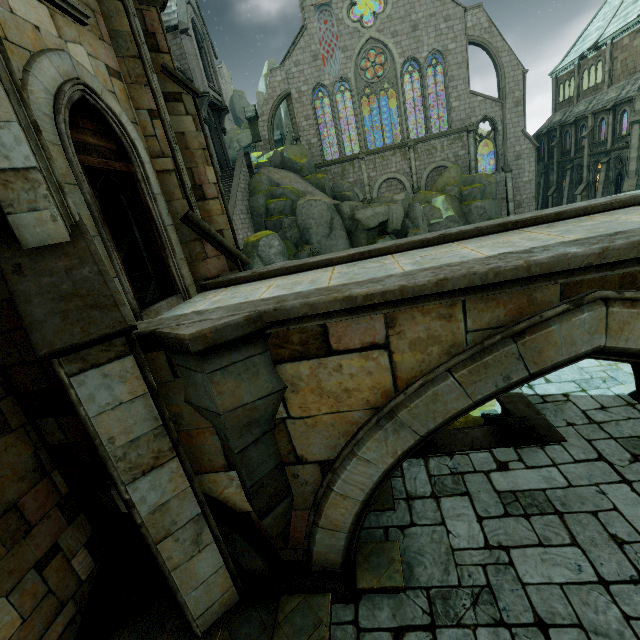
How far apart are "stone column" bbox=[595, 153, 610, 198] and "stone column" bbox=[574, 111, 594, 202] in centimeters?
169cm

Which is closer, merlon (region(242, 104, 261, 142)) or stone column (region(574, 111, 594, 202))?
stone column (region(574, 111, 594, 202))

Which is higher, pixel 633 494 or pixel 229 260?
pixel 229 260

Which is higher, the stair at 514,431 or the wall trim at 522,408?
the stair at 514,431

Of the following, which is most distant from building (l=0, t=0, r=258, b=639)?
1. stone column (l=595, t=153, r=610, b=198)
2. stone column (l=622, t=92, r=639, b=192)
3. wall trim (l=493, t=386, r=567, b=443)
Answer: stone column (l=622, t=92, r=639, b=192)

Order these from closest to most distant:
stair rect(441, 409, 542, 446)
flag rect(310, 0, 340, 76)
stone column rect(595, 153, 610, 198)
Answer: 1. stair rect(441, 409, 542, 446)
2. stone column rect(595, 153, 610, 198)
3. flag rect(310, 0, 340, 76)

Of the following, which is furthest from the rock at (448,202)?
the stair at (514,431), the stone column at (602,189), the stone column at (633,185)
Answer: Answer: the stone column at (602,189)

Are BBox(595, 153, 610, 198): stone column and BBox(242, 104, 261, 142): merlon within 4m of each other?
no
